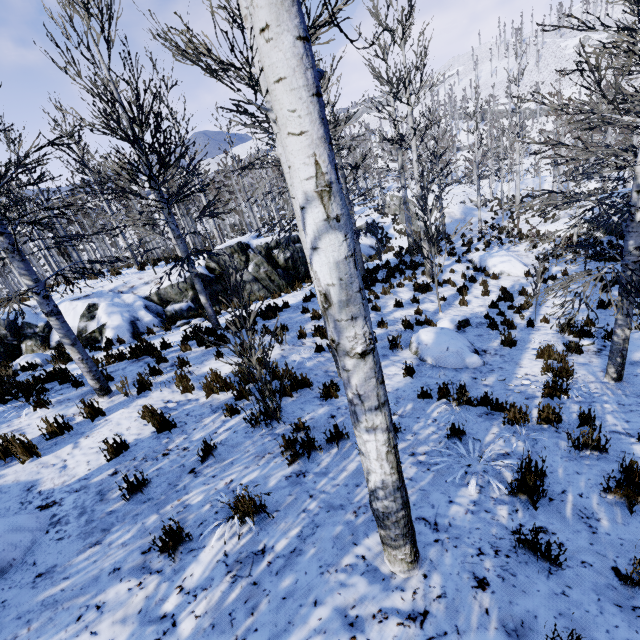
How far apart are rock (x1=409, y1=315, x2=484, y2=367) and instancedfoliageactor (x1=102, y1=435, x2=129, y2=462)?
5.9 meters

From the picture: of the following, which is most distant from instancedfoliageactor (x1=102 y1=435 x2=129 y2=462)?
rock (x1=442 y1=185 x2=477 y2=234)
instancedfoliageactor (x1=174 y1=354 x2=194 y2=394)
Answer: rock (x1=442 y1=185 x2=477 y2=234)

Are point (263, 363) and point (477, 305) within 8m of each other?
no

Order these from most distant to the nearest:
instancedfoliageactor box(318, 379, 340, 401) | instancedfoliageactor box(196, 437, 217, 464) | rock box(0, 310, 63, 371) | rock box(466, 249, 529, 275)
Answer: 1. rock box(466, 249, 529, 275)
2. rock box(0, 310, 63, 371)
3. instancedfoliageactor box(318, 379, 340, 401)
4. instancedfoliageactor box(196, 437, 217, 464)

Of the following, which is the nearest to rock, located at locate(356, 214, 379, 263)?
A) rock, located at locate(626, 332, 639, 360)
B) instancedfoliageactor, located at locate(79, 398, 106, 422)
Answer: instancedfoliageactor, located at locate(79, 398, 106, 422)

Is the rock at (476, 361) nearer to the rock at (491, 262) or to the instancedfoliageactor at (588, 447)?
the instancedfoliageactor at (588, 447)

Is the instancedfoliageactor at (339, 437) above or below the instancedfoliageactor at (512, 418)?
above

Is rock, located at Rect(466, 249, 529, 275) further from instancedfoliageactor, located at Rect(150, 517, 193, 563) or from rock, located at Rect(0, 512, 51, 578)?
rock, located at Rect(0, 512, 51, 578)
